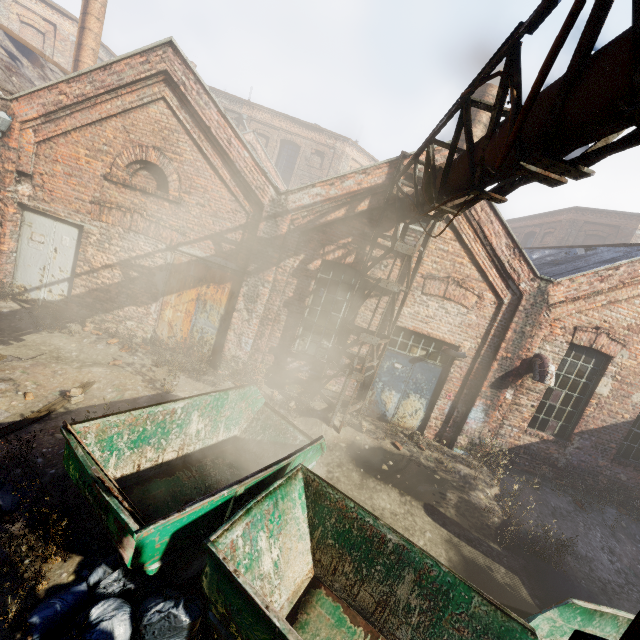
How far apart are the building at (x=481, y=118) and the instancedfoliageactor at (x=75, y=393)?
10.6m

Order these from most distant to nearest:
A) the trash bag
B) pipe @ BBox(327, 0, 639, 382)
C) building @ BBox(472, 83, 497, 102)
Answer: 1. building @ BBox(472, 83, 497, 102)
2. the trash bag
3. pipe @ BBox(327, 0, 639, 382)

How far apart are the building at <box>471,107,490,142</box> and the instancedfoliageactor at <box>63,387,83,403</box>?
10.6 meters

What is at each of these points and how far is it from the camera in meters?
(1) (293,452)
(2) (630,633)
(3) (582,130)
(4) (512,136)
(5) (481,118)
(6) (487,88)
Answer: (1) container, 4.6
(2) pipe, 1.1
(3) pipe, 2.3
(4) scaffolding, 1.8
(5) building, 9.6
(6) building, 9.5

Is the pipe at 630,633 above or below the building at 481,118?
below

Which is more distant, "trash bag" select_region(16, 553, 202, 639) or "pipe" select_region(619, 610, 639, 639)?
"trash bag" select_region(16, 553, 202, 639)

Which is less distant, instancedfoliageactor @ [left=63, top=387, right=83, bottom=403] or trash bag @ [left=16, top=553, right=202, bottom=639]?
trash bag @ [left=16, top=553, right=202, bottom=639]

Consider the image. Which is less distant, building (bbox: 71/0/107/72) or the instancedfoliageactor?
the instancedfoliageactor
